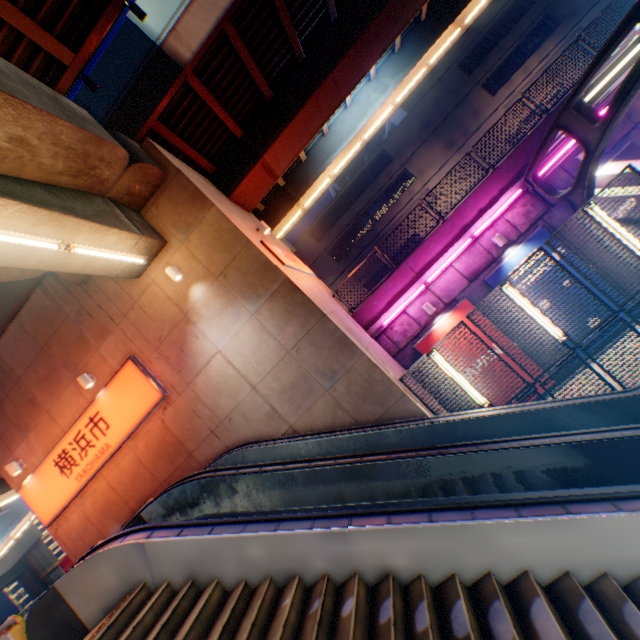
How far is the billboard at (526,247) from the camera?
11.14m

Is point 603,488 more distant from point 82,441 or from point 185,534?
point 82,441

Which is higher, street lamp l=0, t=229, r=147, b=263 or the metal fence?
street lamp l=0, t=229, r=147, b=263

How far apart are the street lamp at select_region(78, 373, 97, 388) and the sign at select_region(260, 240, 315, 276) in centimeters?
671cm

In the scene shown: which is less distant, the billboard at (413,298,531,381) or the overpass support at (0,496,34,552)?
the billboard at (413,298,531,381)

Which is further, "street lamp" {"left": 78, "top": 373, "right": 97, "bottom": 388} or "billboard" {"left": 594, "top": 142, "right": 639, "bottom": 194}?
"billboard" {"left": 594, "top": 142, "right": 639, "bottom": 194}

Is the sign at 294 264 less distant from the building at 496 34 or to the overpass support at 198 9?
the overpass support at 198 9

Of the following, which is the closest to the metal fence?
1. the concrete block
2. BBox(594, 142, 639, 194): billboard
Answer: the concrete block
